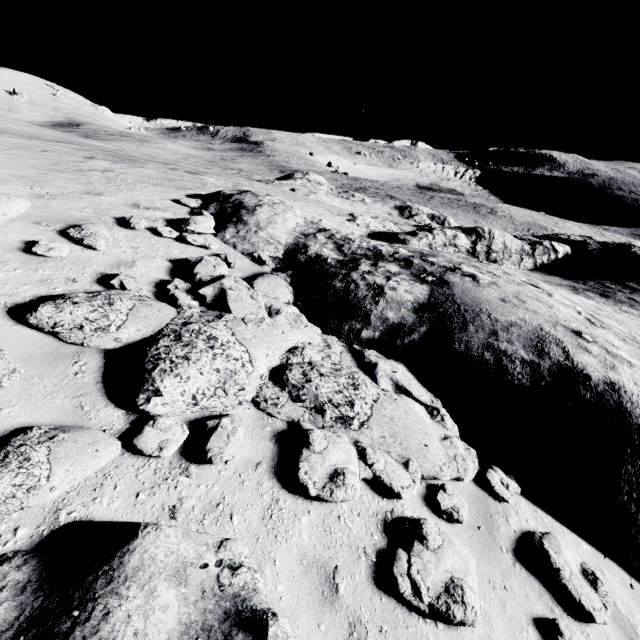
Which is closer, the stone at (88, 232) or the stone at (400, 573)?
the stone at (400, 573)

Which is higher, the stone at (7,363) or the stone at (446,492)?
the stone at (7,363)

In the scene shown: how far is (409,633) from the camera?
3.1 meters

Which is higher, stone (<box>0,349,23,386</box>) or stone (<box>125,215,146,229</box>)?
stone (<box>125,215,146,229</box>)

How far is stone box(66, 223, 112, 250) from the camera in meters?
6.2 m

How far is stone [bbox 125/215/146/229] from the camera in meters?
7.5

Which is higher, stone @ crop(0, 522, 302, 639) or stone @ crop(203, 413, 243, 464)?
stone @ crop(0, 522, 302, 639)

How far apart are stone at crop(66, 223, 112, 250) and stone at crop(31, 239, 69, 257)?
0.5 meters
